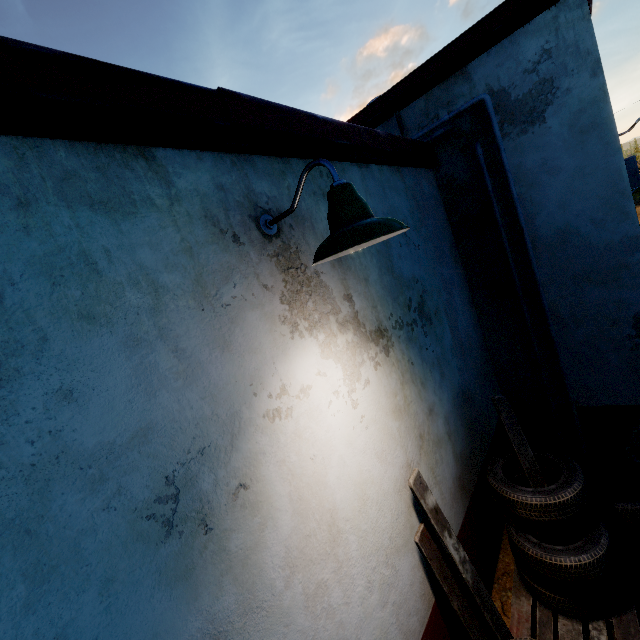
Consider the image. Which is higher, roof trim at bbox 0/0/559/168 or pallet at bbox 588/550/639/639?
roof trim at bbox 0/0/559/168

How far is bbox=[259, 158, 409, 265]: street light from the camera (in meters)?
1.26

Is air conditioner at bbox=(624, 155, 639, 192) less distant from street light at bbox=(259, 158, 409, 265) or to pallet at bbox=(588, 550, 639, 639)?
pallet at bbox=(588, 550, 639, 639)

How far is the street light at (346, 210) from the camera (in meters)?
1.26

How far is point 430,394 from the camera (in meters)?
2.79

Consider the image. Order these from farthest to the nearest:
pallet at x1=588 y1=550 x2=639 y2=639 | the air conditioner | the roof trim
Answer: the air conditioner
pallet at x1=588 y1=550 x2=639 y2=639
the roof trim

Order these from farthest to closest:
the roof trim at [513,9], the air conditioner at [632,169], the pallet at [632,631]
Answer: the air conditioner at [632,169]
the pallet at [632,631]
the roof trim at [513,9]

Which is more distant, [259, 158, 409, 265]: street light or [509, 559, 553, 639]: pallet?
[509, 559, 553, 639]: pallet
